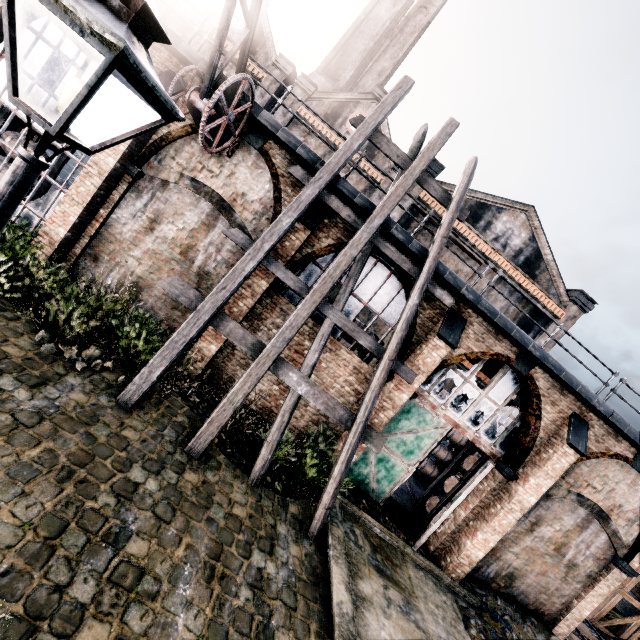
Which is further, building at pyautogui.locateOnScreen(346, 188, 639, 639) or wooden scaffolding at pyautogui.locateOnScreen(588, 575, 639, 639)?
wooden scaffolding at pyautogui.locateOnScreen(588, 575, 639, 639)

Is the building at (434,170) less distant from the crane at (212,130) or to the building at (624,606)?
the crane at (212,130)

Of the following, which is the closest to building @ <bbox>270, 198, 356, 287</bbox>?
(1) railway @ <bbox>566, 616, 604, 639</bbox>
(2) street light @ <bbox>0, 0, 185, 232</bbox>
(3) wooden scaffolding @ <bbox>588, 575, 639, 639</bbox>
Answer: (1) railway @ <bbox>566, 616, 604, 639</bbox>

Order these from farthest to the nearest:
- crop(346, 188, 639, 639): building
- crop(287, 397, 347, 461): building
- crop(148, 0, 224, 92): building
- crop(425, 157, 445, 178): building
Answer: crop(425, 157, 445, 178): building < crop(287, 397, 347, 461): building < crop(346, 188, 639, 639): building < crop(148, 0, 224, 92): building

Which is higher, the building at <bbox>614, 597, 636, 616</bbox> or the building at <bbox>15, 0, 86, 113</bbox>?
the building at <bbox>15, 0, 86, 113</bbox>

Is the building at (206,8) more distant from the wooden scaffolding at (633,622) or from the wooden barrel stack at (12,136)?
the wooden scaffolding at (633,622)

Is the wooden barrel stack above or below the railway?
above

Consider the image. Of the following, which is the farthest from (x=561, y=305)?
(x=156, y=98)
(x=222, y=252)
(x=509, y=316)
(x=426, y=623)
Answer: (x=156, y=98)
